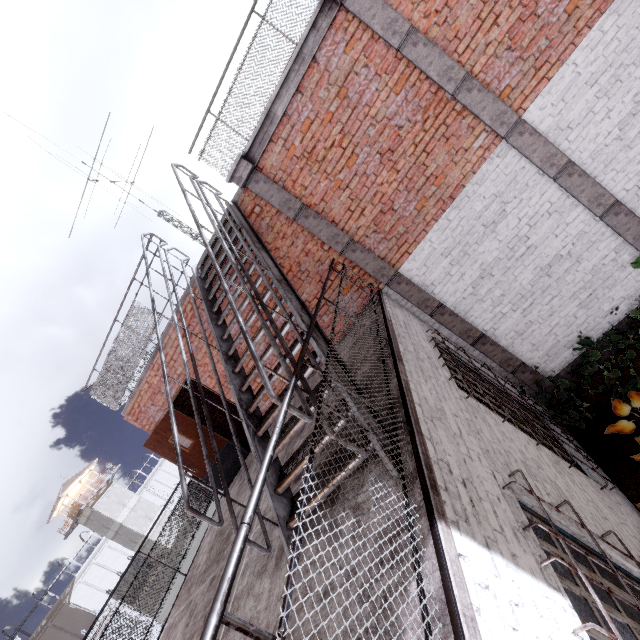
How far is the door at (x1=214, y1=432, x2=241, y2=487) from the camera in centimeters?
746cm

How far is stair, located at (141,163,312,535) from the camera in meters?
2.7 m

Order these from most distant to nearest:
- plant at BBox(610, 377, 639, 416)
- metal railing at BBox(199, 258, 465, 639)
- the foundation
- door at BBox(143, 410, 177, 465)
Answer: door at BBox(143, 410, 177, 465)
the foundation
plant at BBox(610, 377, 639, 416)
metal railing at BBox(199, 258, 465, 639)

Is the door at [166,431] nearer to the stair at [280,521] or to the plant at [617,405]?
the stair at [280,521]

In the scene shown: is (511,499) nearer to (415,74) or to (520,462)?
(520,462)

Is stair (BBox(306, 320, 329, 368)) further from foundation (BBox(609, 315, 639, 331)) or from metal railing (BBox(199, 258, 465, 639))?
foundation (BBox(609, 315, 639, 331))

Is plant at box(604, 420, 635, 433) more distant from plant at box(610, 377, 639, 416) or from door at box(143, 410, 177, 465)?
door at box(143, 410, 177, 465)

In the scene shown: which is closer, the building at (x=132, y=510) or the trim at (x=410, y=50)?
the trim at (x=410, y=50)
